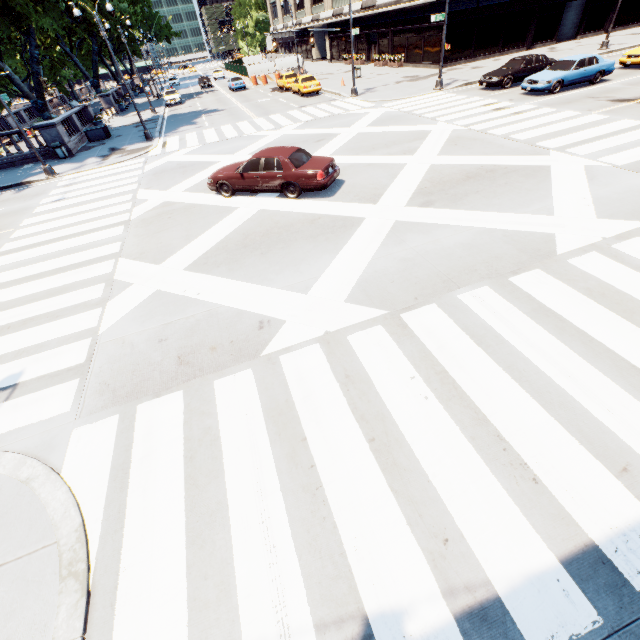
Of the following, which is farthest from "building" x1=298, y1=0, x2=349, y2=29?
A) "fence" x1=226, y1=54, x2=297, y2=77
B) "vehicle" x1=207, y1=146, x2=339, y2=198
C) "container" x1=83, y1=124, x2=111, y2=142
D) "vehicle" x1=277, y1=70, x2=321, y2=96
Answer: "container" x1=83, y1=124, x2=111, y2=142

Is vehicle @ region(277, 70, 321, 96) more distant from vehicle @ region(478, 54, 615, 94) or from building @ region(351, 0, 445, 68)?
vehicle @ region(478, 54, 615, 94)

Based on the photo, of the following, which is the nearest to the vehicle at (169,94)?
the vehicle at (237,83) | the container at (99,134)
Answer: the vehicle at (237,83)

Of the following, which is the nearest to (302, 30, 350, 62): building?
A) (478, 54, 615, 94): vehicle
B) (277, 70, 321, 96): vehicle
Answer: (277, 70, 321, 96): vehicle

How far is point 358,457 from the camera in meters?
4.6

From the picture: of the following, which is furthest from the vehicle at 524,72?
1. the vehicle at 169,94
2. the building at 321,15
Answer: the vehicle at 169,94

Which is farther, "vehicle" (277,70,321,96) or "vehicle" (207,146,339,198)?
"vehicle" (277,70,321,96)

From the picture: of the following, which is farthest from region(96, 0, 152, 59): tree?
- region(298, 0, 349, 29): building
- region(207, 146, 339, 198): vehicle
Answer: region(207, 146, 339, 198): vehicle
